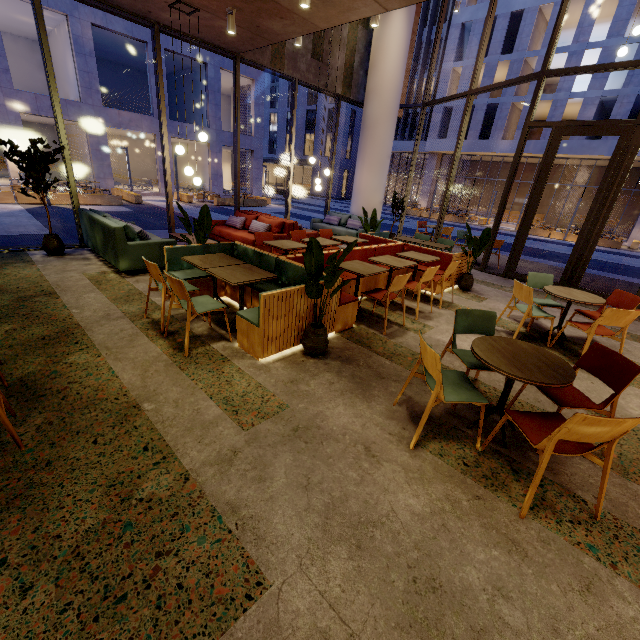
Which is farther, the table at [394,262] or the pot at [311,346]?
the table at [394,262]

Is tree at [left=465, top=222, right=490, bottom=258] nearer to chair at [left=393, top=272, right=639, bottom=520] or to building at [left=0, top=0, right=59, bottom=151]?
chair at [left=393, top=272, right=639, bottom=520]

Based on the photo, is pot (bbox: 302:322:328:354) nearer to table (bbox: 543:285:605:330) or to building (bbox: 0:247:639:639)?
building (bbox: 0:247:639:639)

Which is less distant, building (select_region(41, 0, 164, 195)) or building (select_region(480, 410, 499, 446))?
building (select_region(480, 410, 499, 446))

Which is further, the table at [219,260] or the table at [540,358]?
the table at [219,260]

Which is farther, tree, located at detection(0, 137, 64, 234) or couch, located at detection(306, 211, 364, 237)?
couch, located at detection(306, 211, 364, 237)

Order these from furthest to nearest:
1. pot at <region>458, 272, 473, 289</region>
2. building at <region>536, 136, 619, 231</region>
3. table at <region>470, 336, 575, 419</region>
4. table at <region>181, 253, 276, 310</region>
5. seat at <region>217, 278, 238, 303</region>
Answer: building at <region>536, 136, 619, 231</region>, pot at <region>458, 272, 473, 289</region>, seat at <region>217, 278, 238, 303</region>, table at <region>181, 253, 276, 310</region>, table at <region>470, 336, 575, 419</region>

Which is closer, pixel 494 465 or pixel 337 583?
pixel 337 583
